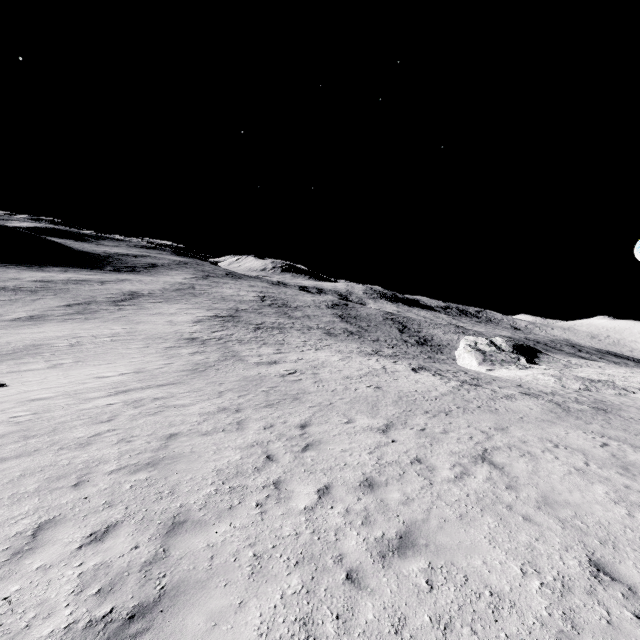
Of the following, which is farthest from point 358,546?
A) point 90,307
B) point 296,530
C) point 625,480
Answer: point 90,307
